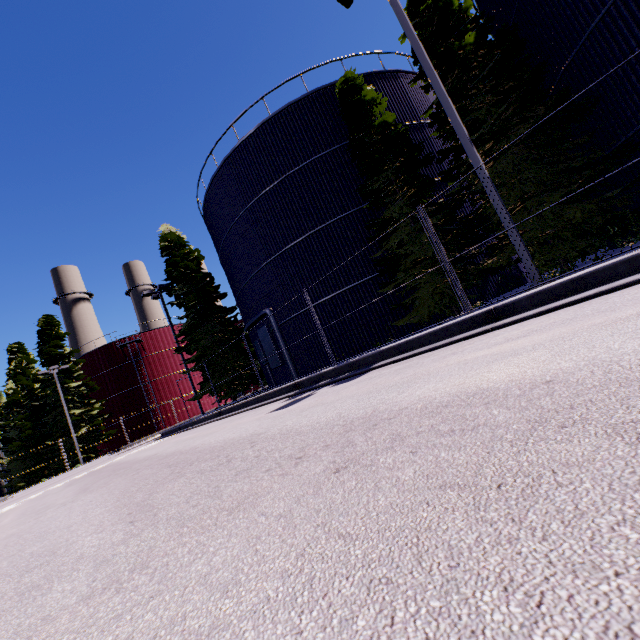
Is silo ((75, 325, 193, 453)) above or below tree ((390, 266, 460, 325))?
above

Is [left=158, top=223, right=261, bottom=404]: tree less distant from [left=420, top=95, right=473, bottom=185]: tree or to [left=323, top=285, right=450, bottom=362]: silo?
[left=323, top=285, right=450, bottom=362]: silo

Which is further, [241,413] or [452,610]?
[241,413]

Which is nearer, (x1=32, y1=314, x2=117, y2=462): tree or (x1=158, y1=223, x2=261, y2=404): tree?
(x1=158, y1=223, x2=261, y2=404): tree

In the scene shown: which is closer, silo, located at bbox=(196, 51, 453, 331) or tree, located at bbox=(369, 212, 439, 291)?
tree, located at bbox=(369, 212, 439, 291)

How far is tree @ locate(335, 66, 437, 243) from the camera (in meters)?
11.48

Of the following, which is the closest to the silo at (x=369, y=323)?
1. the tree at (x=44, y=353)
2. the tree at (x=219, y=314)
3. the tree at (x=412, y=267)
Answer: the tree at (x=412, y=267)

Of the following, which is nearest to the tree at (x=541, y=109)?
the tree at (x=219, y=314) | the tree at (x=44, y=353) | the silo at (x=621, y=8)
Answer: the silo at (x=621, y=8)
